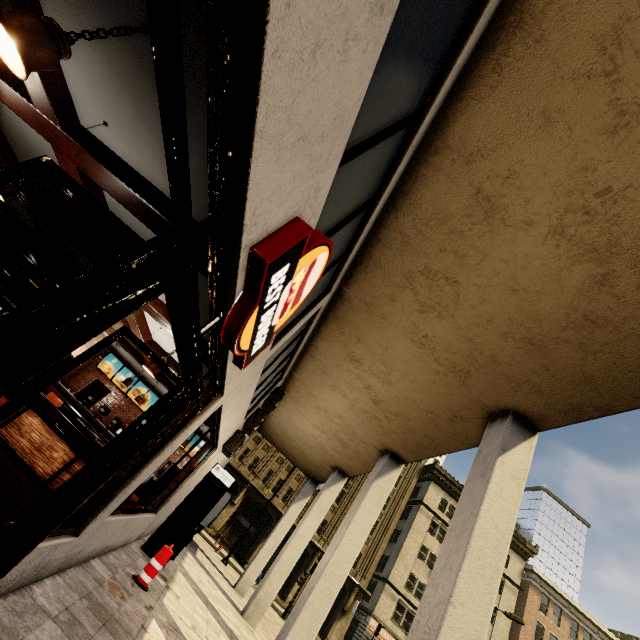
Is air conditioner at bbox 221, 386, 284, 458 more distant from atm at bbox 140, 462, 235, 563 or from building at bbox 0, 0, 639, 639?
atm at bbox 140, 462, 235, 563

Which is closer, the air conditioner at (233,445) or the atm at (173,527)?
the atm at (173,527)

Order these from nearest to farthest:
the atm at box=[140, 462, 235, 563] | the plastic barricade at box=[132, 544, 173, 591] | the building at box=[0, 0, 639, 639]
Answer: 1. the building at box=[0, 0, 639, 639]
2. the plastic barricade at box=[132, 544, 173, 591]
3. the atm at box=[140, 462, 235, 563]

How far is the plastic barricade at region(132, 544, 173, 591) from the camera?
5.8m

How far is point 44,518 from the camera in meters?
2.7 m

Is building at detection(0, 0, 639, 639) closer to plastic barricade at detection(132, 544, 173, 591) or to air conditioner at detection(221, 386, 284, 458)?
air conditioner at detection(221, 386, 284, 458)

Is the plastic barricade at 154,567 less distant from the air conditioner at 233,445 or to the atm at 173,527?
the atm at 173,527

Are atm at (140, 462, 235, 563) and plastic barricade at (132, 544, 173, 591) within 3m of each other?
yes
